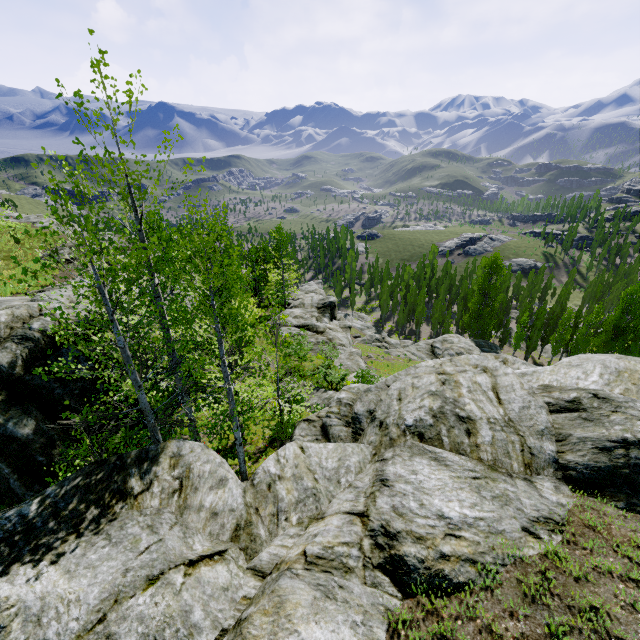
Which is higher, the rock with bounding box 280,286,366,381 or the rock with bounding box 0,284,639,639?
the rock with bounding box 0,284,639,639

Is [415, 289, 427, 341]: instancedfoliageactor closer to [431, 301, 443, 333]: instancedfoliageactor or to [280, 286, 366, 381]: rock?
[431, 301, 443, 333]: instancedfoliageactor

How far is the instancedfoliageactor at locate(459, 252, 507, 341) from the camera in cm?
4514

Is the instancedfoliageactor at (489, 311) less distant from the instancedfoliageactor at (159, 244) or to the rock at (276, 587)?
the rock at (276, 587)

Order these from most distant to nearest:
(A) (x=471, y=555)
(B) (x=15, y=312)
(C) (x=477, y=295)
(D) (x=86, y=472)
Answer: (C) (x=477, y=295) < (B) (x=15, y=312) < (D) (x=86, y=472) < (A) (x=471, y=555)

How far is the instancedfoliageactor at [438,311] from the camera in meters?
57.4

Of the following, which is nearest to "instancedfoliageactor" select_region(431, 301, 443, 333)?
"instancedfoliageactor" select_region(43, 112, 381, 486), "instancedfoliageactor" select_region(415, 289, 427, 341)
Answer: "instancedfoliageactor" select_region(415, 289, 427, 341)

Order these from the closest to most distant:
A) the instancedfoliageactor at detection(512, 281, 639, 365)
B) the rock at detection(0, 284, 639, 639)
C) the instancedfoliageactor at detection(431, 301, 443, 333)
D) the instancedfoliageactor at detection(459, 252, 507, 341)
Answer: the rock at detection(0, 284, 639, 639)
the instancedfoliageactor at detection(512, 281, 639, 365)
the instancedfoliageactor at detection(459, 252, 507, 341)
the instancedfoliageactor at detection(431, 301, 443, 333)
